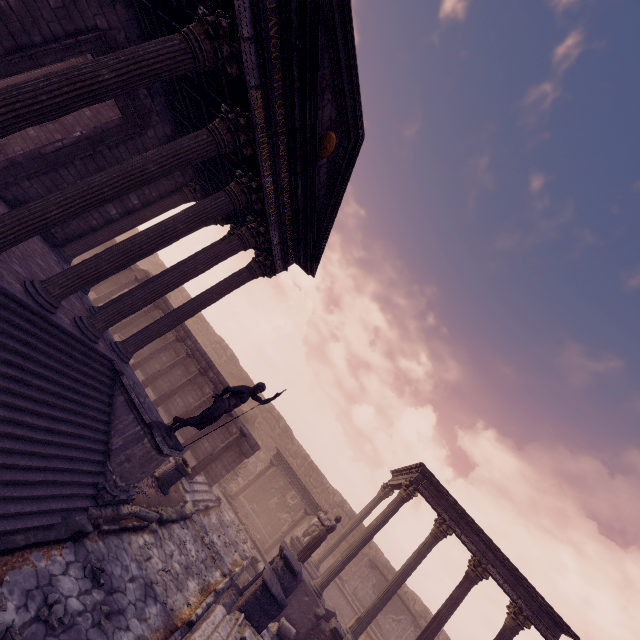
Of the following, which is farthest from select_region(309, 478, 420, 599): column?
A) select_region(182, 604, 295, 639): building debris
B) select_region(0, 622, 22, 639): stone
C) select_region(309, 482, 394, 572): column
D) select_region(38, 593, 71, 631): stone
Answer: select_region(0, 622, 22, 639): stone

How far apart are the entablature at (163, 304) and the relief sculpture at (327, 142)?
9.75m

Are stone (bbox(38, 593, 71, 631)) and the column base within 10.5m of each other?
yes

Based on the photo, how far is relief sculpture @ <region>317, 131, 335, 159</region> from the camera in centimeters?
721cm

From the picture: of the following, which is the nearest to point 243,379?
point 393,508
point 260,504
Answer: point 260,504

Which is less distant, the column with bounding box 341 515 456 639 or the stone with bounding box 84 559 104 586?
the stone with bounding box 84 559 104 586

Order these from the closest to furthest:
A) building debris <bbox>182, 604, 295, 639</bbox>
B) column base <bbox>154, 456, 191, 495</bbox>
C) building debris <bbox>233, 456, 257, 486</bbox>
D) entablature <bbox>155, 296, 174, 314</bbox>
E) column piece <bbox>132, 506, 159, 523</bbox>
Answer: building debris <bbox>182, 604, 295, 639</bbox> < column piece <bbox>132, 506, 159, 523</bbox> < column base <bbox>154, 456, 191, 495</bbox> < entablature <bbox>155, 296, 174, 314</bbox> < building debris <bbox>233, 456, 257, 486</bbox>

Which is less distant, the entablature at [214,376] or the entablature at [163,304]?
the entablature at [214,376]
